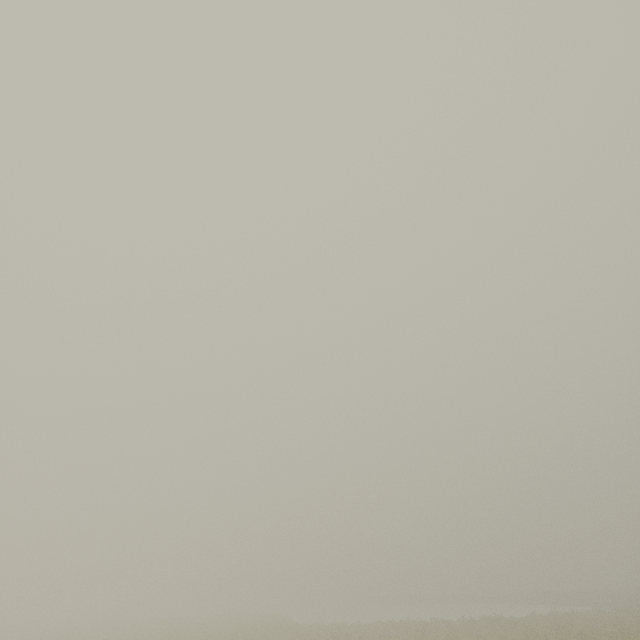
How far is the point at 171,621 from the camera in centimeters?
3784cm
